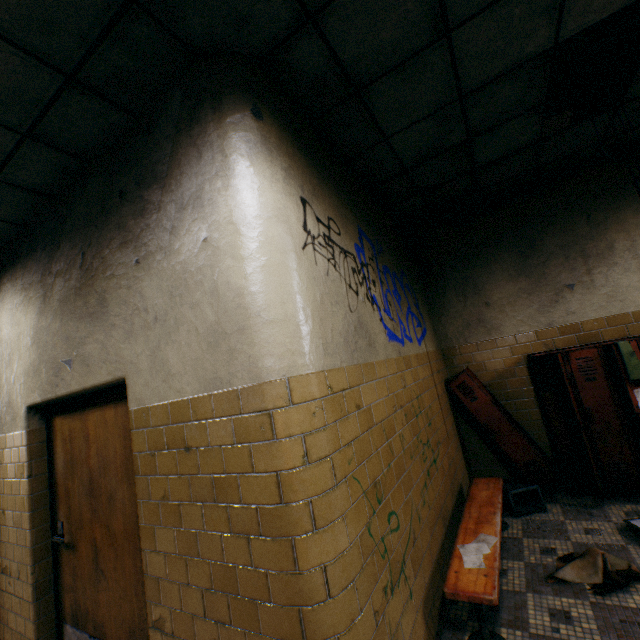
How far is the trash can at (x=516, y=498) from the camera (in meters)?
3.63

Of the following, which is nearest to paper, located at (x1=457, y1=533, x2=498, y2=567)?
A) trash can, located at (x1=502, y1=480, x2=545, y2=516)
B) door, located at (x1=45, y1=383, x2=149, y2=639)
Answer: trash can, located at (x1=502, y1=480, x2=545, y2=516)

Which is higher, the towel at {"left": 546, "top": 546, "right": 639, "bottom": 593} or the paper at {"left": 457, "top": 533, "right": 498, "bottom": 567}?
the paper at {"left": 457, "top": 533, "right": 498, "bottom": 567}

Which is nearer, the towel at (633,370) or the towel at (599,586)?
the towel at (599,586)

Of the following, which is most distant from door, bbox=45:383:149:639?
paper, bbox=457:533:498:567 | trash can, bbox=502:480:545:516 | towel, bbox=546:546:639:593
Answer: trash can, bbox=502:480:545:516

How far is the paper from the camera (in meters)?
2.30

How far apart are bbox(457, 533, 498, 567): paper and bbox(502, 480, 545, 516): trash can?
1.3m

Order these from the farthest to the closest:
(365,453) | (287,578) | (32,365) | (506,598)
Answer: (32,365) → (506,598) → (365,453) → (287,578)
